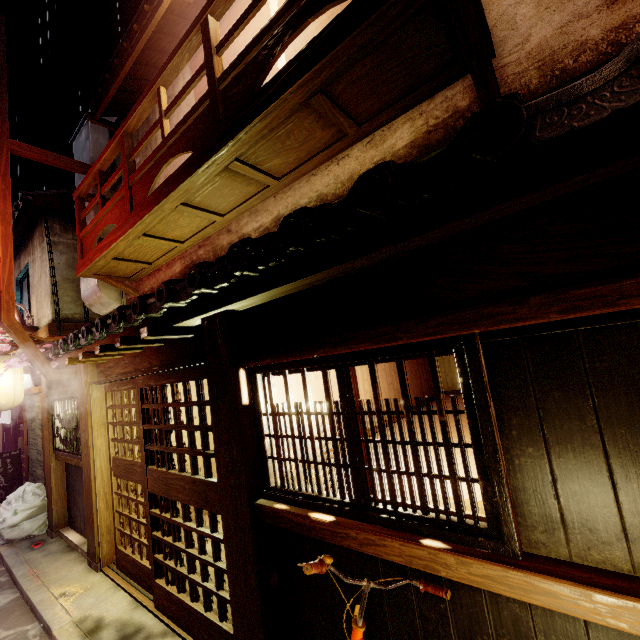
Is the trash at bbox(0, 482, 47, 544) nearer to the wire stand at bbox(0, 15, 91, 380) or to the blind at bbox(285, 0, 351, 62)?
the wire stand at bbox(0, 15, 91, 380)

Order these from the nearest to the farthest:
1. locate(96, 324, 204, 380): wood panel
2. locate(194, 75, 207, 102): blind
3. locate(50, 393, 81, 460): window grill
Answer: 1. locate(96, 324, 204, 380): wood panel
2. locate(194, 75, 207, 102): blind
3. locate(50, 393, 81, 460): window grill

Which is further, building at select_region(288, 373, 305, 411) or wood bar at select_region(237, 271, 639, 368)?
building at select_region(288, 373, 305, 411)

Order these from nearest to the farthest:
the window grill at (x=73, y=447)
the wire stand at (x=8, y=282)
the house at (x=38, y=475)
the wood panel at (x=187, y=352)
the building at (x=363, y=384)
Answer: the wood panel at (x=187, y=352) → the building at (x=363, y=384) → the wire stand at (x=8, y=282) → the window grill at (x=73, y=447) → the house at (x=38, y=475)

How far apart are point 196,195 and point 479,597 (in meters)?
7.94

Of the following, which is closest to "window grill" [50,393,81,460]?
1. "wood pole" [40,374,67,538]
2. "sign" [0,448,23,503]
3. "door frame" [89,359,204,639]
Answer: "wood pole" [40,374,67,538]

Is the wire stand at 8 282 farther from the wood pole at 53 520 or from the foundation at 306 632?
the foundation at 306 632

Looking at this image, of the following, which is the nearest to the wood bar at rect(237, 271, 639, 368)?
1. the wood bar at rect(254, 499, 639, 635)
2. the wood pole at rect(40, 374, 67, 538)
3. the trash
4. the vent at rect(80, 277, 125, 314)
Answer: the wood bar at rect(254, 499, 639, 635)
